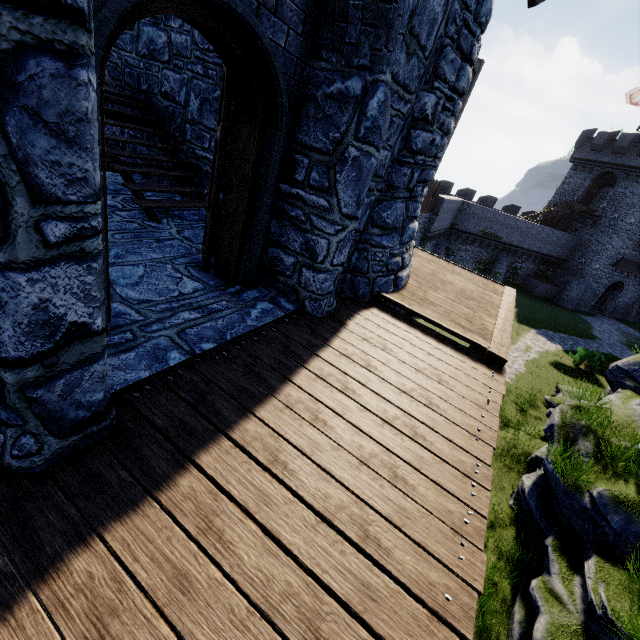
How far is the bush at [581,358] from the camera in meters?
20.2

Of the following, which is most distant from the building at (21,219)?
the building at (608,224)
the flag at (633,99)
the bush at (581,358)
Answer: the flag at (633,99)

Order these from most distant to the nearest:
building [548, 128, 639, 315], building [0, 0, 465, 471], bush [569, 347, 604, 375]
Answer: building [548, 128, 639, 315] < bush [569, 347, 604, 375] < building [0, 0, 465, 471]

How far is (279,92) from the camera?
3.42m

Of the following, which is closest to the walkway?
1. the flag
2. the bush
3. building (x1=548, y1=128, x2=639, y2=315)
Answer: the bush

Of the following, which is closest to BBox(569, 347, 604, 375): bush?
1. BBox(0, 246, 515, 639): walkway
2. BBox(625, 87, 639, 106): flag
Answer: BBox(0, 246, 515, 639): walkway

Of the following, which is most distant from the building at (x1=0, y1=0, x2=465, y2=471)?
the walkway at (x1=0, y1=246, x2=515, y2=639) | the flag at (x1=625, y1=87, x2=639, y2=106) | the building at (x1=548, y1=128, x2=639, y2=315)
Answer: the flag at (x1=625, y1=87, x2=639, y2=106)

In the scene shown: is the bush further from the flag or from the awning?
the flag
